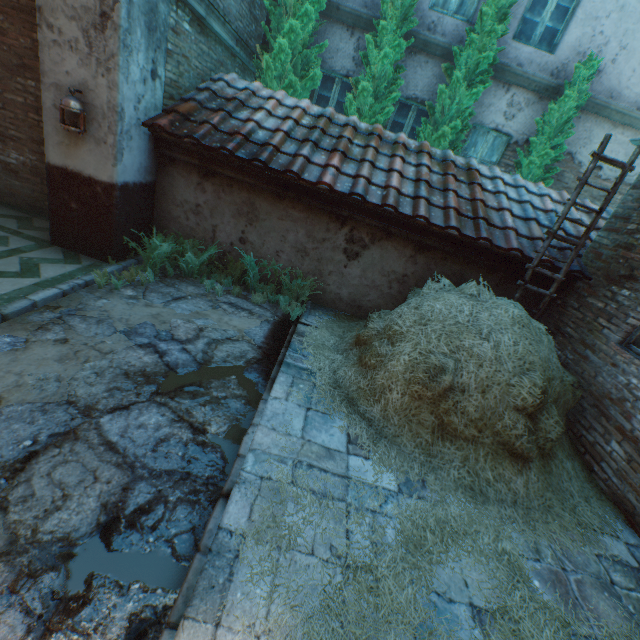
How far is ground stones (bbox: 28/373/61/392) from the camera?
2.74m

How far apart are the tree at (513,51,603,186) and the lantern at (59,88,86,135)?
8.3m

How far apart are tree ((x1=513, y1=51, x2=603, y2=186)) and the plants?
6.3m

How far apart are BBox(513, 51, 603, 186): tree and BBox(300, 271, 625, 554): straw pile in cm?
458

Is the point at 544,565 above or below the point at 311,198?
below

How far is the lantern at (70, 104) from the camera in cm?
388

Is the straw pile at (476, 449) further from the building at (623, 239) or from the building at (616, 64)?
the building at (616, 64)

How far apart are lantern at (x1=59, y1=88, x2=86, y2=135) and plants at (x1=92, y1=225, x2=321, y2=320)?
1.34m
